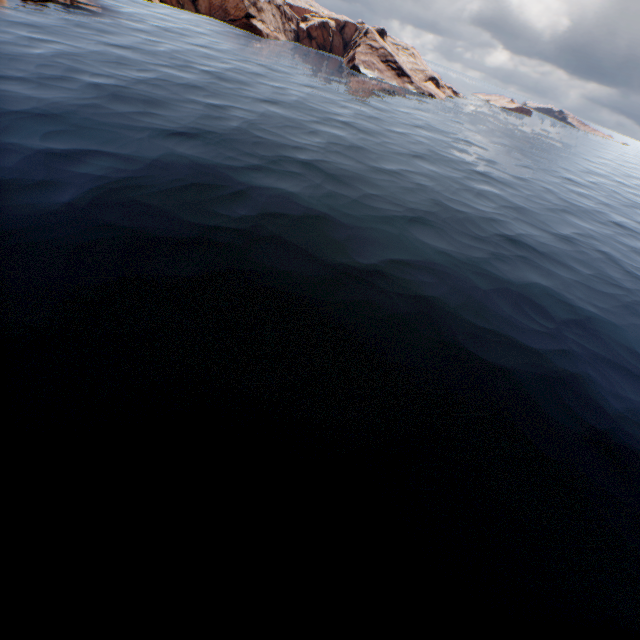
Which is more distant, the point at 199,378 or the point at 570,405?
the point at 570,405
